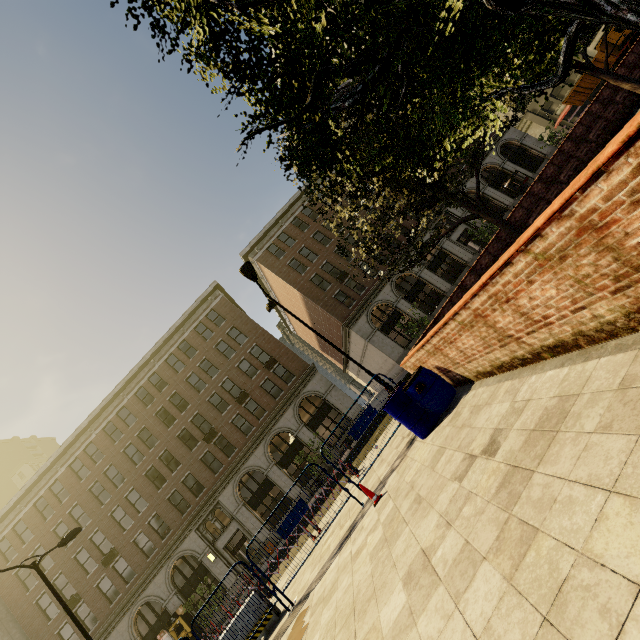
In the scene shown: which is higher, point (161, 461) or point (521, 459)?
point (161, 461)

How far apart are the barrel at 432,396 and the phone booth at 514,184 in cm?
3400

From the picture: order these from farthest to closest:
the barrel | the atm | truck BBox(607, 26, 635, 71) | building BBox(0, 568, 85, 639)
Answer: truck BBox(607, 26, 635, 71) < building BBox(0, 568, 85, 639) < the atm < the barrel

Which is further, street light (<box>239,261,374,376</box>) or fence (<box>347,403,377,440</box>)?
street light (<box>239,261,374,376</box>)

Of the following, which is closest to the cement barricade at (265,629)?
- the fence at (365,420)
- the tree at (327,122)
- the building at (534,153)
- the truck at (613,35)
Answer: the fence at (365,420)

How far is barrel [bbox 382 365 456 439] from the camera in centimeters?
661cm

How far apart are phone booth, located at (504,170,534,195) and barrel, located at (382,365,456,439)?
34.0 meters

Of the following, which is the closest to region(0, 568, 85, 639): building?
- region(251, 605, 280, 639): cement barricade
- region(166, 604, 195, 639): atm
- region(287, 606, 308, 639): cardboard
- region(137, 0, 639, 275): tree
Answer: region(166, 604, 195, 639): atm
